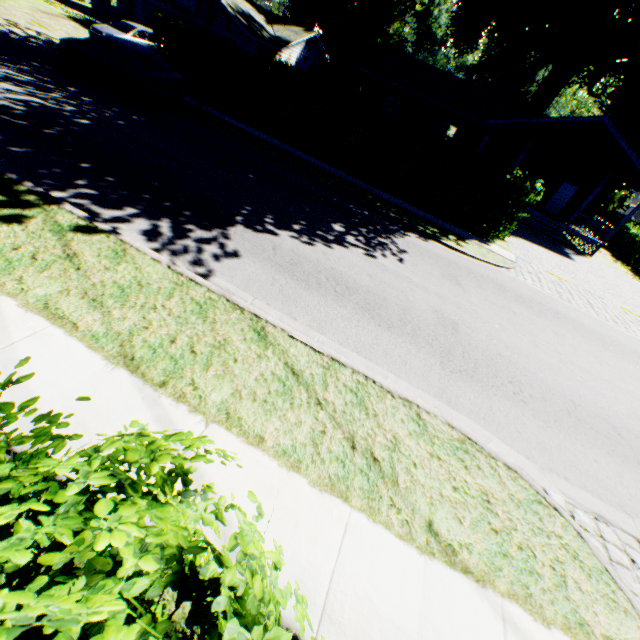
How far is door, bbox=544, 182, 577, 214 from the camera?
24.2m

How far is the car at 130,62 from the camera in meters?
12.1 m

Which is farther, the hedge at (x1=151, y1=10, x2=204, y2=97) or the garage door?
the garage door

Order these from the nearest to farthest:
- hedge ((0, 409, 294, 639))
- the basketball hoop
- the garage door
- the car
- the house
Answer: hedge ((0, 409, 294, 639)) < the car < the house < the basketball hoop < the garage door

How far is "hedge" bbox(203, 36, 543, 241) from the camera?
13.77m

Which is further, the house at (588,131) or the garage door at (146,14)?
the garage door at (146,14)

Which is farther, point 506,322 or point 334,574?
point 506,322

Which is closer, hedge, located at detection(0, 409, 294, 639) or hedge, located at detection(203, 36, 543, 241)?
hedge, located at detection(0, 409, 294, 639)
